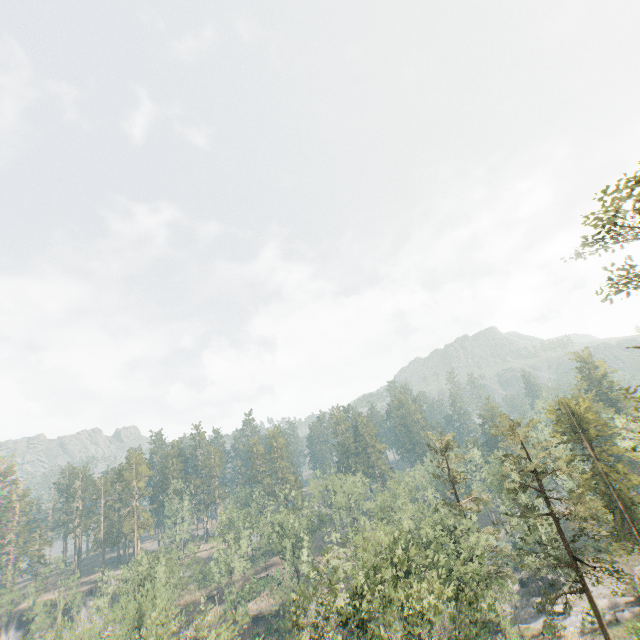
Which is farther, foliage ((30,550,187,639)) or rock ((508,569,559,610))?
rock ((508,569,559,610))

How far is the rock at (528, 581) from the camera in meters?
51.0 m

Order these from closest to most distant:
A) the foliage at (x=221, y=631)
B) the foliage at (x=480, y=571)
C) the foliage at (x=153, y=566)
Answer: the foliage at (x=480, y=571) → the foliage at (x=221, y=631) → the foliage at (x=153, y=566)

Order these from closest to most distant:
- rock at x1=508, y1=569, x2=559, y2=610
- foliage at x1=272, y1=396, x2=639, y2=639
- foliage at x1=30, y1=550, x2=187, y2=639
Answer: foliage at x1=272, y1=396, x2=639, y2=639, foliage at x1=30, y1=550, x2=187, y2=639, rock at x1=508, y1=569, x2=559, y2=610

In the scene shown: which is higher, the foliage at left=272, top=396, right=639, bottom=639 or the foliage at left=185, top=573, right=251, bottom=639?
the foliage at left=185, top=573, right=251, bottom=639

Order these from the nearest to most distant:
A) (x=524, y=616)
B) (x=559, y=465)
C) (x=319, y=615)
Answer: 1. (x=559, y=465)
2. (x=319, y=615)
3. (x=524, y=616)

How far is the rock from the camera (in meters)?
51.03

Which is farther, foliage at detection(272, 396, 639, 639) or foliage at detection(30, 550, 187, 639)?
foliage at detection(30, 550, 187, 639)
